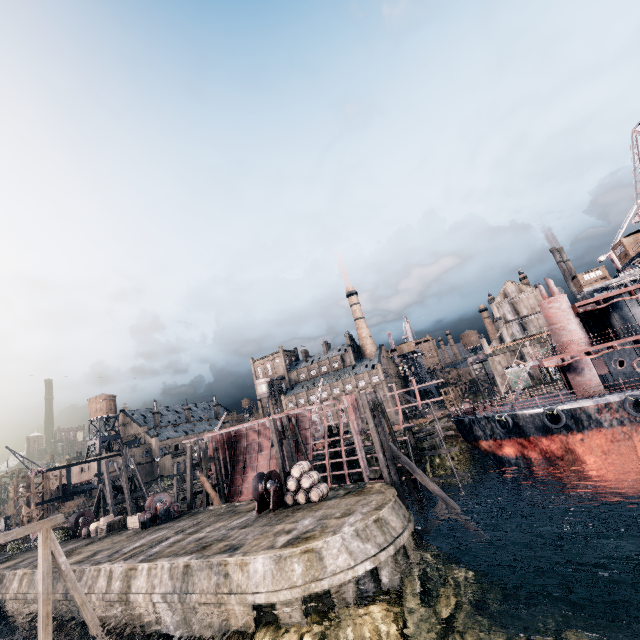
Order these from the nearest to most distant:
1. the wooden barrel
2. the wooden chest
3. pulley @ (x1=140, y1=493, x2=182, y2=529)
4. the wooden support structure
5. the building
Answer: the wooden barrel, pulley @ (x1=140, y1=493, x2=182, y2=529), the wooden chest, the building, the wooden support structure

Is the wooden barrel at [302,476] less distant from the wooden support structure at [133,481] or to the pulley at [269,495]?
the pulley at [269,495]

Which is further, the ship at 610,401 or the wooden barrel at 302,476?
the ship at 610,401

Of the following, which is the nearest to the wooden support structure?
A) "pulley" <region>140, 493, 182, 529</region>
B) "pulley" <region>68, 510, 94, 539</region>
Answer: "pulley" <region>68, 510, 94, 539</region>

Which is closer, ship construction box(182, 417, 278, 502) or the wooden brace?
the wooden brace

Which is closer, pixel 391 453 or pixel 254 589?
pixel 254 589

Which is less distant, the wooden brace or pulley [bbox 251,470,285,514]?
the wooden brace

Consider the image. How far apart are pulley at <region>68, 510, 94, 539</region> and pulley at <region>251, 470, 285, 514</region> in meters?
24.3 m
